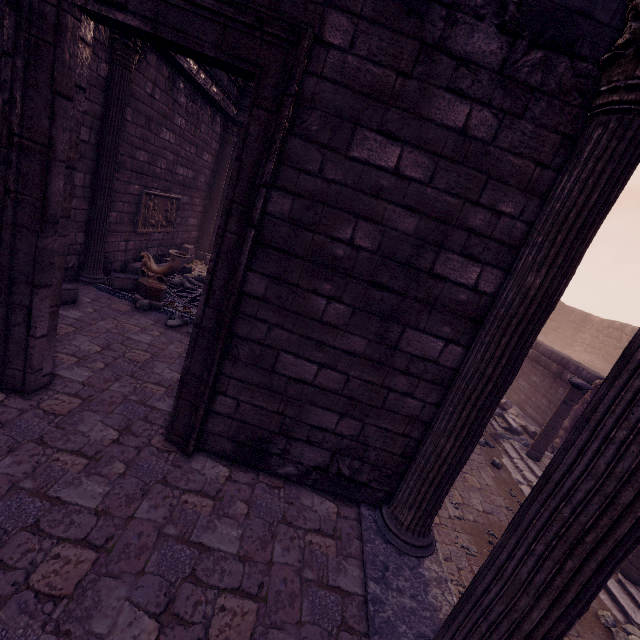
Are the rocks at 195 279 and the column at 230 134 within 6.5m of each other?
yes

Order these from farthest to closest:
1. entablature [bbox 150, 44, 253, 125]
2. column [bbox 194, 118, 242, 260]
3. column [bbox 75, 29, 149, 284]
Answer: column [bbox 194, 118, 242, 260] → entablature [bbox 150, 44, 253, 125] → column [bbox 75, 29, 149, 284]

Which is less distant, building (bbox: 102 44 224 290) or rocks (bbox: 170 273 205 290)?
building (bbox: 102 44 224 290)

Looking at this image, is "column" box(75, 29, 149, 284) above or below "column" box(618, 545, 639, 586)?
above

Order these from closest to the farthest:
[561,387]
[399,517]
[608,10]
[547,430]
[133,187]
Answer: [608,10] → [399,517] → [133,187] → [547,430] → [561,387]

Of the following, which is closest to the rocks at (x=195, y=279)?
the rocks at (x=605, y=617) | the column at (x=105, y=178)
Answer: the column at (x=105, y=178)

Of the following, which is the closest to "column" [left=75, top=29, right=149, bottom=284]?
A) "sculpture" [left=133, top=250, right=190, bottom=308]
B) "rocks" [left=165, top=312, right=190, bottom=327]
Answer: "sculpture" [left=133, top=250, right=190, bottom=308]

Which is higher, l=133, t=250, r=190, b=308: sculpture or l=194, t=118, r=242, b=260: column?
l=194, t=118, r=242, b=260: column
